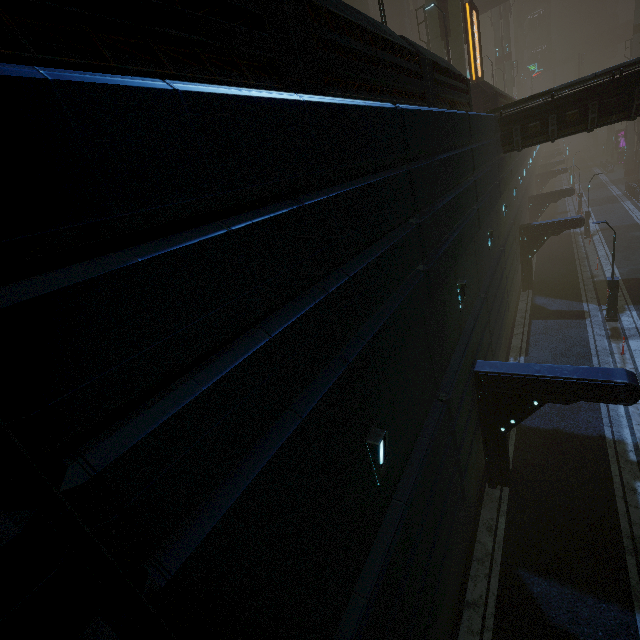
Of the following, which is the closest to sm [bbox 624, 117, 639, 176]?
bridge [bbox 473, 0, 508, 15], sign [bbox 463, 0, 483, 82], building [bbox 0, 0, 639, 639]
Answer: building [bbox 0, 0, 639, 639]

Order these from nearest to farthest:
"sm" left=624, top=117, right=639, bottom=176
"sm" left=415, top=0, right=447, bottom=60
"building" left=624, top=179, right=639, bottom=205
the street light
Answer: the street light, "sm" left=415, top=0, right=447, bottom=60, "building" left=624, top=179, right=639, bottom=205, "sm" left=624, top=117, right=639, bottom=176

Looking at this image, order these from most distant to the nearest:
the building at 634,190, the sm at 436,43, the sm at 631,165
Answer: the sm at 631,165, the building at 634,190, the sm at 436,43

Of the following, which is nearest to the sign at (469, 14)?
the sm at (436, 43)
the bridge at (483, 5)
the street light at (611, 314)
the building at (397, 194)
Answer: the building at (397, 194)

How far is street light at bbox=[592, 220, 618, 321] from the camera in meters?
16.4

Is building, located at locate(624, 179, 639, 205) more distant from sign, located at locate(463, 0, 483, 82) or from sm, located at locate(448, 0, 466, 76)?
sign, located at locate(463, 0, 483, 82)

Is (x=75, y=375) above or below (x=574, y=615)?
above
